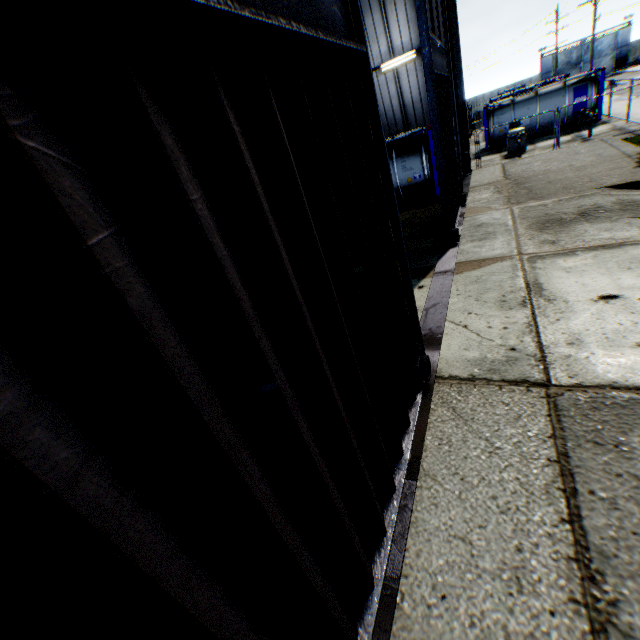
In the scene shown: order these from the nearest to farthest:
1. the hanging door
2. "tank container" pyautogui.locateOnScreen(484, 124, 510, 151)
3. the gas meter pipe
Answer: the hanging door, the gas meter pipe, "tank container" pyautogui.locateOnScreen(484, 124, 510, 151)

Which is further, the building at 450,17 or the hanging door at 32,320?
the building at 450,17

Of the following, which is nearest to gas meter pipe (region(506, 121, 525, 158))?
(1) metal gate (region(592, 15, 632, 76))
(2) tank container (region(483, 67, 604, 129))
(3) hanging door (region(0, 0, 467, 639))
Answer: (2) tank container (region(483, 67, 604, 129))

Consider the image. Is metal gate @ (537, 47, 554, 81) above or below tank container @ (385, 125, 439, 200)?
above

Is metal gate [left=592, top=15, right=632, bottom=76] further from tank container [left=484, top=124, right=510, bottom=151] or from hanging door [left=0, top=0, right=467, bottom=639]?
hanging door [left=0, top=0, right=467, bottom=639]

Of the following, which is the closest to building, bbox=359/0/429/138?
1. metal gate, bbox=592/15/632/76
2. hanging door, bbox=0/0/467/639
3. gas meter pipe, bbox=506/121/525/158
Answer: hanging door, bbox=0/0/467/639

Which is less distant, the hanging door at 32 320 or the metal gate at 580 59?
the hanging door at 32 320

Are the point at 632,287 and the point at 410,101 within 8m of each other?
no
